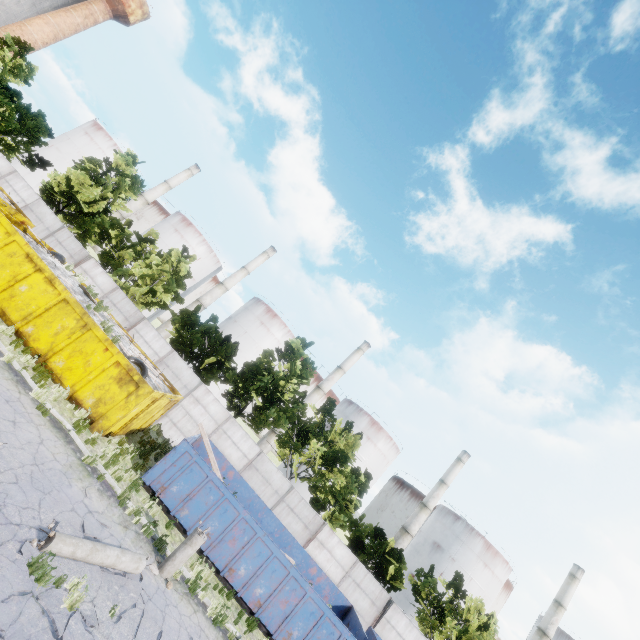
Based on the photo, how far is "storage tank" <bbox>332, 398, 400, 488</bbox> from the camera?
49.66m

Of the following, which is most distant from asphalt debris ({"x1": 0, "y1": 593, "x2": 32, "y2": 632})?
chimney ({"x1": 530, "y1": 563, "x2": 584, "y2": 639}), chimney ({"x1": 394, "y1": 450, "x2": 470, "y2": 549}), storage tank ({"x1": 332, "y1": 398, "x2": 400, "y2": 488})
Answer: chimney ({"x1": 530, "y1": 563, "x2": 584, "y2": 639})

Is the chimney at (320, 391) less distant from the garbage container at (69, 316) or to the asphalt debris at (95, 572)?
the garbage container at (69, 316)

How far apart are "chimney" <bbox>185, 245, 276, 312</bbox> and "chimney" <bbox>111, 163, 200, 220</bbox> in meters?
18.5 m

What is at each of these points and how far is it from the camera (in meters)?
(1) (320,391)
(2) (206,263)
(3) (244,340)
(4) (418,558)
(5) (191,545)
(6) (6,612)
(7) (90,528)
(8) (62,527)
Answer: (1) chimney, 50.78
(2) storage tank, 57.72
(3) storage tank, 51.47
(4) storage tank, 50.72
(5) lamp post, 10.07
(6) asphalt debris, 5.51
(7) asphalt debris, 8.65
(8) asphalt debris, 7.80

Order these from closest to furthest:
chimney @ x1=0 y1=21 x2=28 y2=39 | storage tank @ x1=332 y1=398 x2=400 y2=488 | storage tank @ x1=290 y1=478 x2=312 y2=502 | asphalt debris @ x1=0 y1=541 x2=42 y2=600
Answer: asphalt debris @ x1=0 y1=541 x2=42 y2=600 → storage tank @ x1=290 y1=478 x2=312 y2=502 → storage tank @ x1=332 y1=398 x2=400 y2=488 → chimney @ x1=0 y1=21 x2=28 y2=39

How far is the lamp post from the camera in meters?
7.1

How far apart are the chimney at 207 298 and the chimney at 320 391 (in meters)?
21.61
